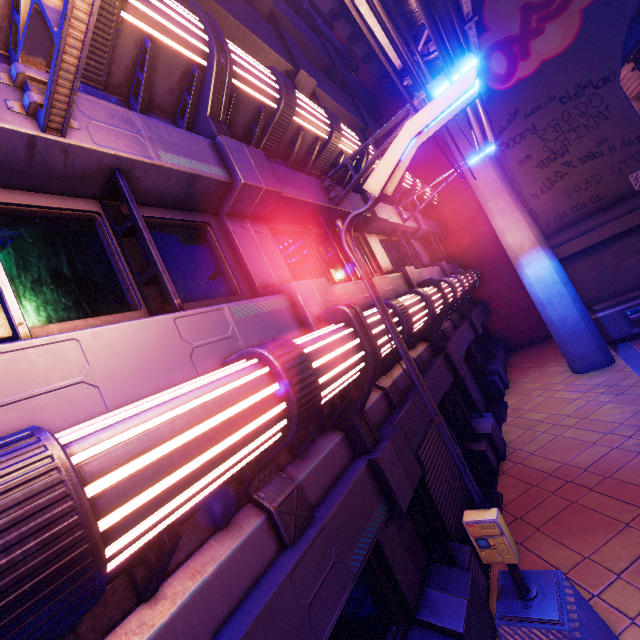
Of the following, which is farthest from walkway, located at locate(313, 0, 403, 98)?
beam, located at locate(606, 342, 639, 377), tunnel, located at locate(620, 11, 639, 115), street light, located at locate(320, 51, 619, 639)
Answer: beam, located at locate(606, 342, 639, 377)

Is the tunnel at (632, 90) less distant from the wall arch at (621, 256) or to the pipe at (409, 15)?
the wall arch at (621, 256)

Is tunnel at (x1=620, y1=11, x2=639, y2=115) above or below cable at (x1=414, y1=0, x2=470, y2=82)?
above

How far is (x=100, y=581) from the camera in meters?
1.4

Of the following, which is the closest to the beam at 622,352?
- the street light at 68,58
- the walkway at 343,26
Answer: the street light at 68,58

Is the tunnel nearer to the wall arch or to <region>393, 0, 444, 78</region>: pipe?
the wall arch

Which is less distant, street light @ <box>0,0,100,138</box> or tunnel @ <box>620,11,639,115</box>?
street light @ <box>0,0,100,138</box>

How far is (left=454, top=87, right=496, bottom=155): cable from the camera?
5.6m
